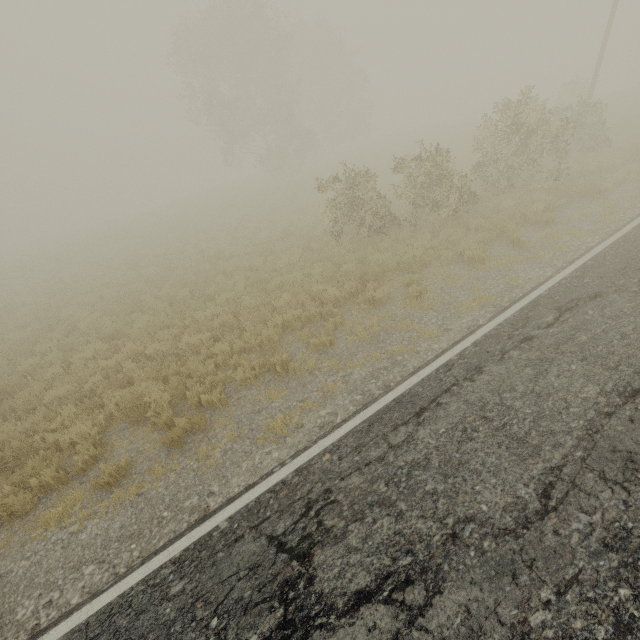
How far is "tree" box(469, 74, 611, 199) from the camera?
11.9 meters

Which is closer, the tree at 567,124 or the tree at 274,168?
the tree at 567,124

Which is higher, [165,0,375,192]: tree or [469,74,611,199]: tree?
[165,0,375,192]: tree

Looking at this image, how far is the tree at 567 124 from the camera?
11.91m

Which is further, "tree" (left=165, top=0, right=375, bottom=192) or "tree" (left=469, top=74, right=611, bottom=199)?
"tree" (left=165, top=0, right=375, bottom=192)

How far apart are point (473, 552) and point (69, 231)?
54.6m
